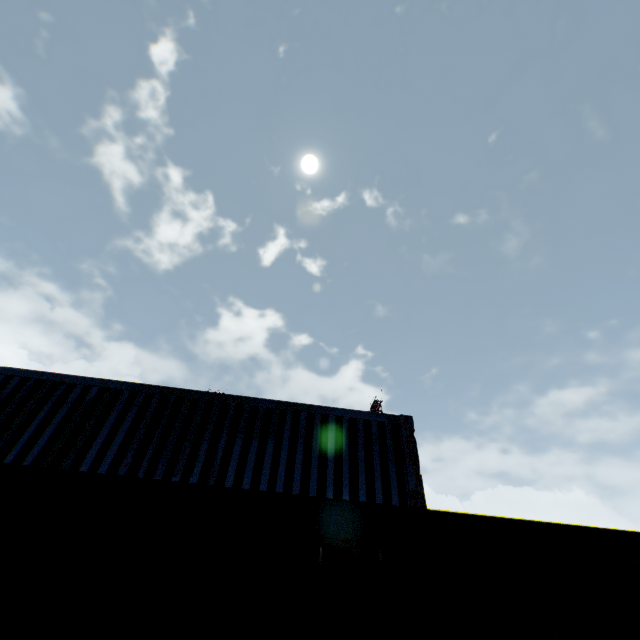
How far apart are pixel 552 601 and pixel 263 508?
1.4 meters
